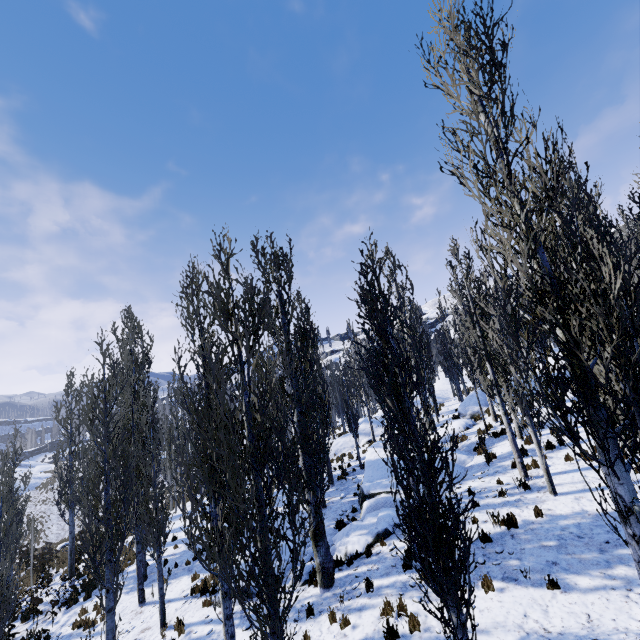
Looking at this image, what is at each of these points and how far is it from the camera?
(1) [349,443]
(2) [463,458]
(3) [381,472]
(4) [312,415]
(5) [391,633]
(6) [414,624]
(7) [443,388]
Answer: (1) rock, 27.4m
(2) rock, 15.3m
(3) rock, 14.9m
(4) instancedfoliageactor, 10.1m
(5) instancedfoliageactor, 7.2m
(6) instancedfoliageactor, 7.2m
(7) rock, 42.2m

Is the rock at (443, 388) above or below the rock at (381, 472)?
above

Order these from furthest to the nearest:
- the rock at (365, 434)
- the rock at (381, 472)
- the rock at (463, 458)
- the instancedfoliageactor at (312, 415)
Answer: the rock at (365, 434)
the rock at (463, 458)
the rock at (381, 472)
the instancedfoliageactor at (312, 415)

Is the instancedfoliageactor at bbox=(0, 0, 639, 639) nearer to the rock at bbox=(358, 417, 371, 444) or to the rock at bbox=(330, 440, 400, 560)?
the rock at bbox=(358, 417, 371, 444)

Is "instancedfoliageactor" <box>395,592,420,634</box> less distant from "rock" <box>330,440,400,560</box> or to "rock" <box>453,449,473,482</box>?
"rock" <box>453,449,473,482</box>

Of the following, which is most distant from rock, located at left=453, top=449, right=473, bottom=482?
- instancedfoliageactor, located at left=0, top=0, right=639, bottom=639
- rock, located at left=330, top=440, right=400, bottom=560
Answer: rock, located at left=330, top=440, right=400, bottom=560

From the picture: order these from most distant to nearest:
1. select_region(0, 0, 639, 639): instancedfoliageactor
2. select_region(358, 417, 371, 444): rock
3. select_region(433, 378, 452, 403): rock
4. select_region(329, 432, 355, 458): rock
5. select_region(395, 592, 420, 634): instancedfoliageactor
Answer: select_region(433, 378, 452, 403): rock, select_region(358, 417, 371, 444): rock, select_region(329, 432, 355, 458): rock, select_region(395, 592, 420, 634): instancedfoliageactor, select_region(0, 0, 639, 639): instancedfoliageactor
